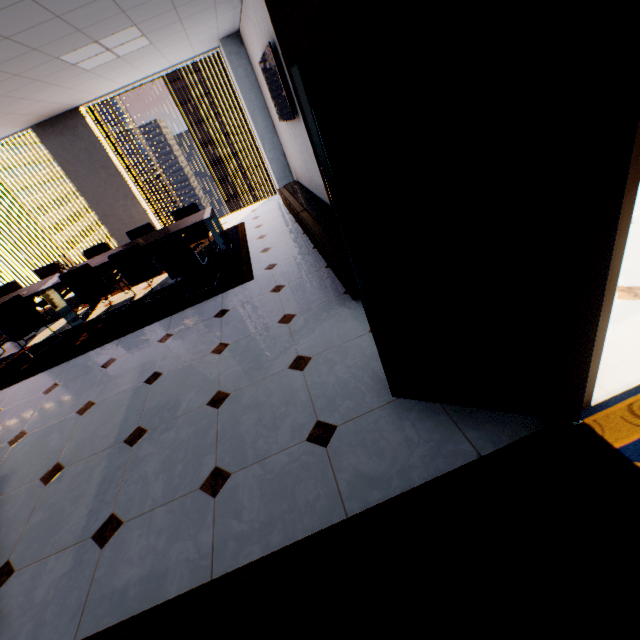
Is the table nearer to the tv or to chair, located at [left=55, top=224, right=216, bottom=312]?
chair, located at [left=55, top=224, right=216, bottom=312]

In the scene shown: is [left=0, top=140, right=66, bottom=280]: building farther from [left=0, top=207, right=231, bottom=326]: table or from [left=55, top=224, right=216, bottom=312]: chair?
[left=55, top=224, right=216, bottom=312]: chair

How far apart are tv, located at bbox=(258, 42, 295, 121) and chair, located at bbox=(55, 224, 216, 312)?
2.8m

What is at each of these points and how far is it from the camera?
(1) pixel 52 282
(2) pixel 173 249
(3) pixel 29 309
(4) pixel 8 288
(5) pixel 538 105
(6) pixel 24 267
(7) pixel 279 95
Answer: (1) table, 5.1 meters
(2) chair, 4.3 meters
(3) chair, 4.8 meters
(4) chair, 5.9 meters
(5) door, 0.9 meters
(6) building, 59.2 meters
(7) tv, 4.4 meters

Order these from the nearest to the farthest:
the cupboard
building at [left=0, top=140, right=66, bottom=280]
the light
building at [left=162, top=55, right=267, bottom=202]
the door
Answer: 1. the door
2. the cupboard
3. the light
4. building at [left=162, top=55, right=267, bottom=202]
5. building at [left=0, top=140, right=66, bottom=280]

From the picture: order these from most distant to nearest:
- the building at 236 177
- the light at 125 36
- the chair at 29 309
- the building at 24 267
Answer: the building at 24 267 → the building at 236 177 → the chair at 29 309 → the light at 125 36

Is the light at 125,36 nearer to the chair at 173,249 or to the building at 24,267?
the chair at 173,249

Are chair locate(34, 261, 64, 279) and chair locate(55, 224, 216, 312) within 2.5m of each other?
yes
